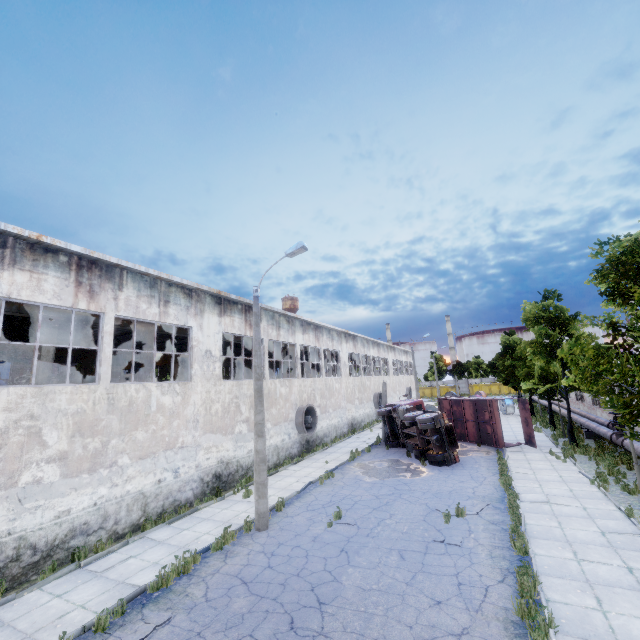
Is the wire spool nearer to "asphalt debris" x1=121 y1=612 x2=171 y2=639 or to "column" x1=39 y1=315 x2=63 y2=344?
"asphalt debris" x1=121 y1=612 x2=171 y2=639

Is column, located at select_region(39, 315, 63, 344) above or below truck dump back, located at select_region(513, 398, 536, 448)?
above

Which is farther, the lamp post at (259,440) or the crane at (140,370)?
the crane at (140,370)

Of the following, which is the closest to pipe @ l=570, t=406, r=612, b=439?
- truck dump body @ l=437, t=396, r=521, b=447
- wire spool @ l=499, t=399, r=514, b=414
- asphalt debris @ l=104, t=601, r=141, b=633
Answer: wire spool @ l=499, t=399, r=514, b=414

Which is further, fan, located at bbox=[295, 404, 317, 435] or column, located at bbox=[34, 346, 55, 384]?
fan, located at bbox=[295, 404, 317, 435]

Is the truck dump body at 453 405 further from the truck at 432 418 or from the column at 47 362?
the column at 47 362

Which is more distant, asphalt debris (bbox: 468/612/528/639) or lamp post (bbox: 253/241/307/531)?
lamp post (bbox: 253/241/307/531)

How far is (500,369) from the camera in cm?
2716
